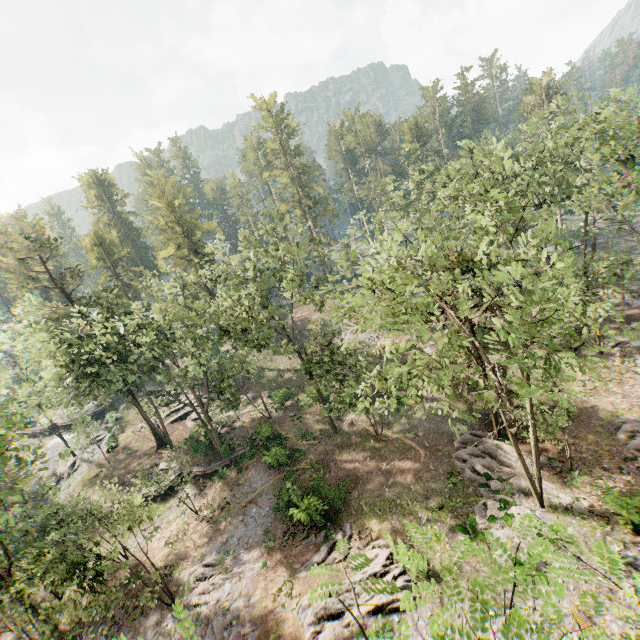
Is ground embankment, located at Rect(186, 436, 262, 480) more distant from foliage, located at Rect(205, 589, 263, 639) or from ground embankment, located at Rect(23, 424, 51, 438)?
ground embankment, located at Rect(23, 424, 51, 438)

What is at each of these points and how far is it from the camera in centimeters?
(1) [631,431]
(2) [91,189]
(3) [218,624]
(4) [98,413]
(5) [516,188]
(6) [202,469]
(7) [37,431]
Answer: (1) foliage, 2064cm
(2) foliage, 5919cm
(3) foliage, 1906cm
(4) ground embankment, 4912cm
(5) foliage, 2983cm
(6) ground embankment, 3139cm
(7) ground embankment, 5069cm

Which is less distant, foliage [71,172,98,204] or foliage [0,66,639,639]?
foliage [0,66,639,639]

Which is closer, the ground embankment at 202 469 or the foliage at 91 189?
the ground embankment at 202 469

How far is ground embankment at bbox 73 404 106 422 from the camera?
48.94m

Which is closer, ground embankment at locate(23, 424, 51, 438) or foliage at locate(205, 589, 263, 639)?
foliage at locate(205, 589, 263, 639)

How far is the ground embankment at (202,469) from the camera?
31.23m
